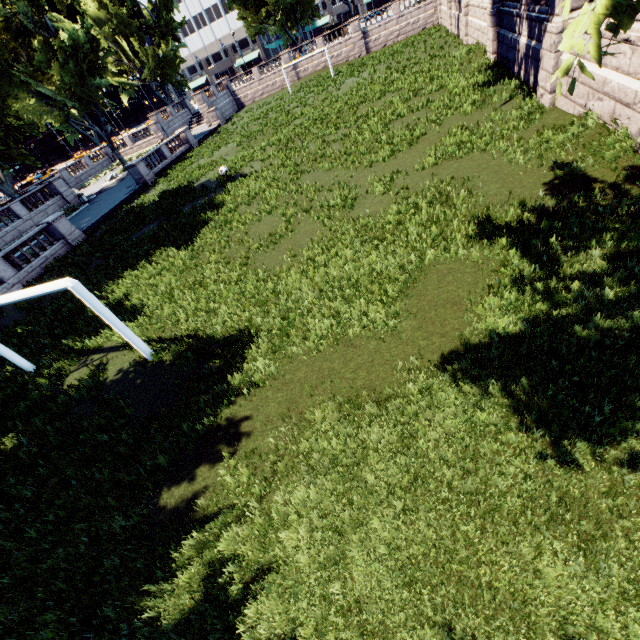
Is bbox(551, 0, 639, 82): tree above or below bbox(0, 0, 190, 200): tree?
below

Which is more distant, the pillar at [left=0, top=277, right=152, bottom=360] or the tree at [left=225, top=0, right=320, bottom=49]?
the tree at [left=225, top=0, right=320, bottom=49]

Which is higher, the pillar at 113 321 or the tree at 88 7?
the tree at 88 7

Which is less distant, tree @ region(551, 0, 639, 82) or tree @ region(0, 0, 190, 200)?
tree @ region(551, 0, 639, 82)

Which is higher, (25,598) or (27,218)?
(27,218)

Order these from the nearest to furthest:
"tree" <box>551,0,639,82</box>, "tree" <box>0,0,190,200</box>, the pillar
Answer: "tree" <box>551,0,639,82</box>
the pillar
"tree" <box>0,0,190,200</box>
